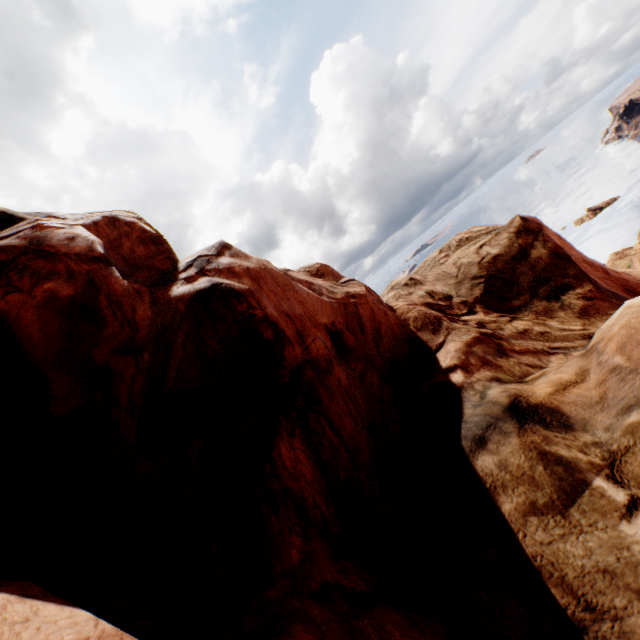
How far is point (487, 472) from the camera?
5.1 meters
